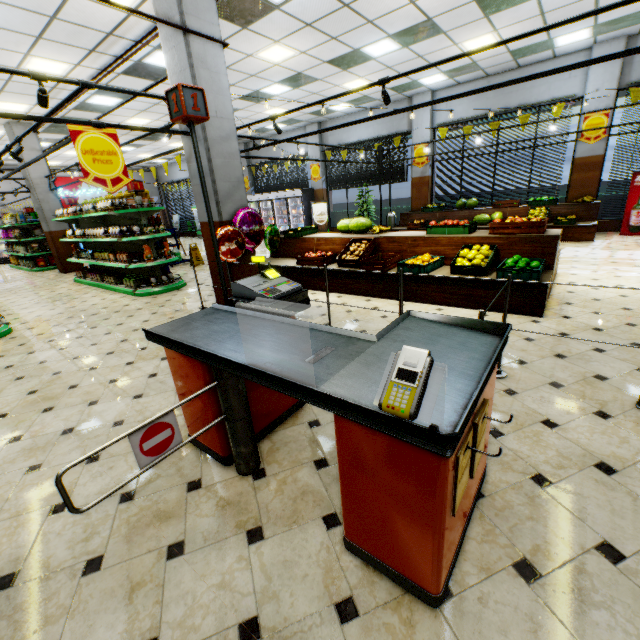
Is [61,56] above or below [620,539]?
above

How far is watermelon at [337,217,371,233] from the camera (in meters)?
6.81

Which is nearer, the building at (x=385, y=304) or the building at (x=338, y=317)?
the building at (x=338, y=317)

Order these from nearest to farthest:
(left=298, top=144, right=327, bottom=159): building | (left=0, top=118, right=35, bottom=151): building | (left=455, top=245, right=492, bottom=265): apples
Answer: Result: (left=455, top=245, right=492, bottom=265): apples < (left=0, top=118, right=35, bottom=151): building < (left=298, top=144, right=327, bottom=159): building

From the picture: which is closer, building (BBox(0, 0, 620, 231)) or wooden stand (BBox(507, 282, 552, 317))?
wooden stand (BBox(507, 282, 552, 317))

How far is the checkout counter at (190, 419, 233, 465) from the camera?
2.20m

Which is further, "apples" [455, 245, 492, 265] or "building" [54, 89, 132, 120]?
"building" [54, 89, 132, 120]
